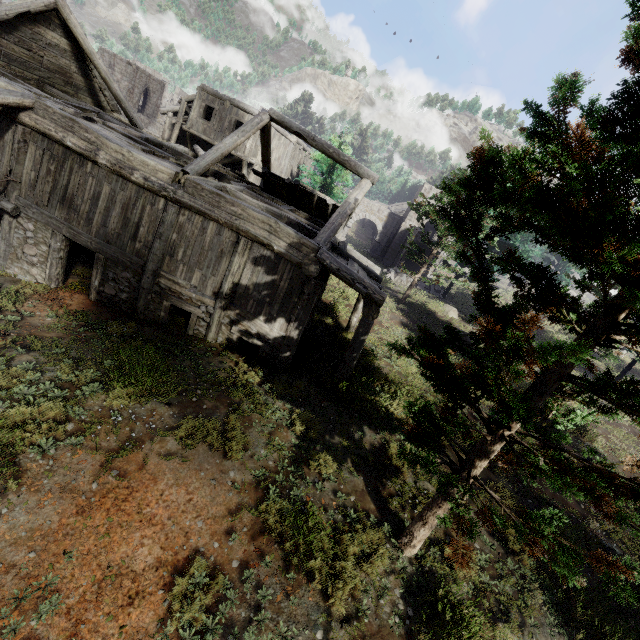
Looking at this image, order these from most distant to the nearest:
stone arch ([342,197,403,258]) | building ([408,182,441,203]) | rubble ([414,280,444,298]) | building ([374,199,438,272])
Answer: stone arch ([342,197,403,258]) → building ([408,182,441,203]) → building ([374,199,438,272]) → rubble ([414,280,444,298])

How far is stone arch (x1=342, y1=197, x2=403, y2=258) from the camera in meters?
38.7 m

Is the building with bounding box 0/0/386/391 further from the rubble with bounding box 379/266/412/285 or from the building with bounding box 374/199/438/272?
the building with bounding box 374/199/438/272

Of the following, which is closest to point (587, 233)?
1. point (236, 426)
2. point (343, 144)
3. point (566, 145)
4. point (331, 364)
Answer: point (566, 145)

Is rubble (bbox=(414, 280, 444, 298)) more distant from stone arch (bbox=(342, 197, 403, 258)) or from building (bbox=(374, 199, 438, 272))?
stone arch (bbox=(342, 197, 403, 258))

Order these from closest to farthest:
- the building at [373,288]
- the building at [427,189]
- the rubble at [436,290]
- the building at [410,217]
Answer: the building at [373,288] < the rubble at [436,290] < the building at [410,217] < the building at [427,189]

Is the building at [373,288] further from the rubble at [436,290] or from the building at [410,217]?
the building at [410,217]
